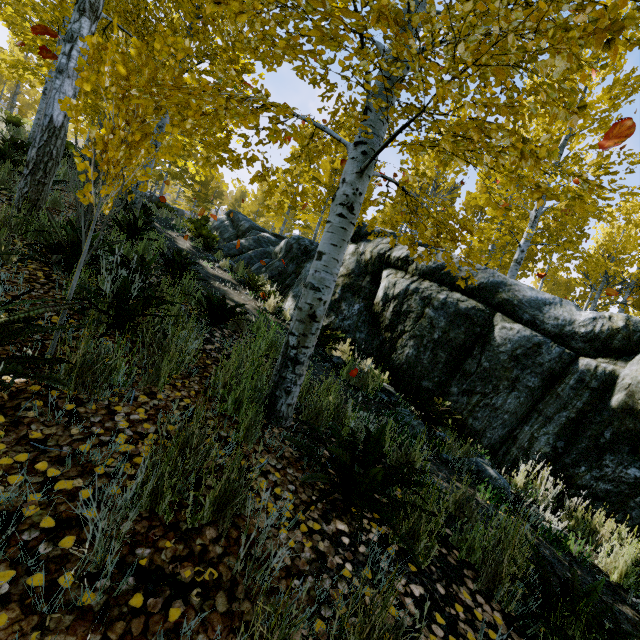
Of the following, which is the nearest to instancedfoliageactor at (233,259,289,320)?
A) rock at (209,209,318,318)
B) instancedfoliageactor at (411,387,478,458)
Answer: rock at (209,209,318,318)

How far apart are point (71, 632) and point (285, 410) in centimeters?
178cm

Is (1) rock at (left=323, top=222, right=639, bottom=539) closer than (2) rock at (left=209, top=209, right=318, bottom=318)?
Yes

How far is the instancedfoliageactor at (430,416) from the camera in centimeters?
402cm

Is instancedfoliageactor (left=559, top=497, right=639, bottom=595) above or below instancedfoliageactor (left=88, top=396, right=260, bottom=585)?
below

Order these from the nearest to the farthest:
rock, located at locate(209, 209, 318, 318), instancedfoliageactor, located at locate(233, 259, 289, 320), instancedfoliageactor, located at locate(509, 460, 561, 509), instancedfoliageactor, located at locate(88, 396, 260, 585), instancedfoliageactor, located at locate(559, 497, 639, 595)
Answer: instancedfoliageactor, located at locate(88, 396, 260, 585), instancedfoliageactor, located at locate(559, 497, 639, 595), instancedfoliageactor, located at locate(509, 460, 561, 509), instancedfoliageactor, located at locate(233, 259, 289, 320), rock, located at locate(209, 209, 318, 318)

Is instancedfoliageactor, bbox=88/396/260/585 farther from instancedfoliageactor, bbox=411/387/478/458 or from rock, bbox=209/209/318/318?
instancedfoliageactor, bbox=411/387/478/458

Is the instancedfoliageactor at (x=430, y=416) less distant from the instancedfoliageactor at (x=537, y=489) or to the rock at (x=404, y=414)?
the rock at (x=404, y=414)
